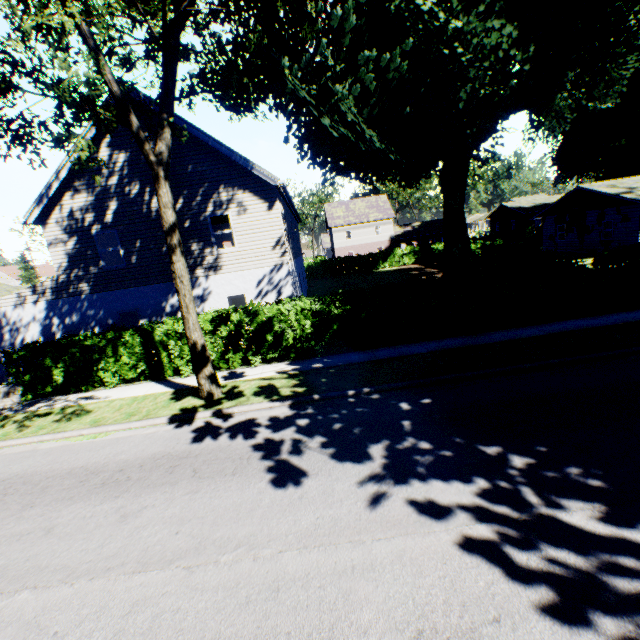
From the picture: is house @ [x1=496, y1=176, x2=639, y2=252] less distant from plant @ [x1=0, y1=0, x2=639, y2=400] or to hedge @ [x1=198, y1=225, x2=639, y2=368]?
plant @ [x1=0, y1=0, x2=639, y2=400]

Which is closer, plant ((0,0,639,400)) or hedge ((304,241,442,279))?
plant ((0,0,639,400))

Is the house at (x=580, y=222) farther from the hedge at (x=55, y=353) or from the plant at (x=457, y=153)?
the hedge at (x=55, y=353)

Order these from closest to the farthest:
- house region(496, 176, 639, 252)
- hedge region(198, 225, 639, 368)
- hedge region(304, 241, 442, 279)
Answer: hedge region(198, 225, 639, 368) → house region(496, 176, 639, 252) → hedge region(304, 241, 442, 279)

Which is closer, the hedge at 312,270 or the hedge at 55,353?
the hedge at 55,353

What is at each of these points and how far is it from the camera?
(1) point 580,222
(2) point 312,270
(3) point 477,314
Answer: (1) house, 28.84m
(2) hedge, 42.09m
(3) hedge, 11.55m

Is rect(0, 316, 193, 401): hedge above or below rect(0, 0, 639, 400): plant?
below
